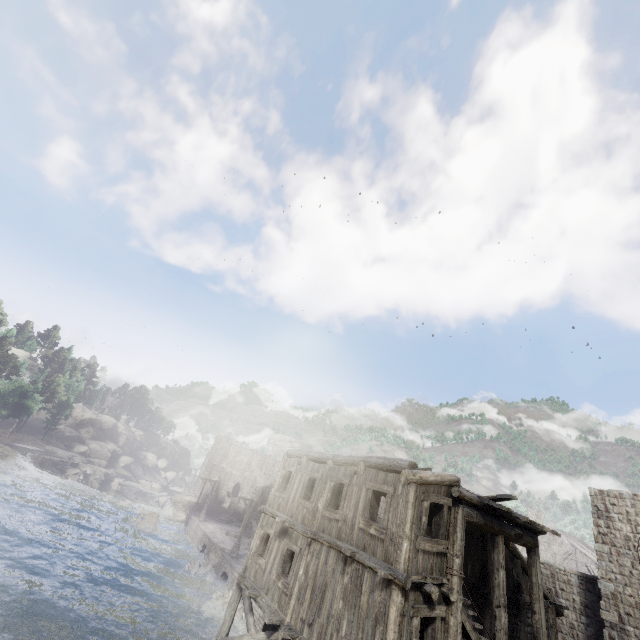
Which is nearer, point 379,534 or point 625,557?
point 379,534

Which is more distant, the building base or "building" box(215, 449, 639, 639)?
the building base

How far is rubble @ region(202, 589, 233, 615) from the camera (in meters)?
21.69

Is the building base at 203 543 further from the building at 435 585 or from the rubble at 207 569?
the building at 435 585

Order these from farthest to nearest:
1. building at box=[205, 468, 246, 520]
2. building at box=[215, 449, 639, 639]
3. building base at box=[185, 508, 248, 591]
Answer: building at box=[205, 468, 246, 520]
building base at box=[185, 508, 248, 591]
building at box=[215, 449, 639, 639]

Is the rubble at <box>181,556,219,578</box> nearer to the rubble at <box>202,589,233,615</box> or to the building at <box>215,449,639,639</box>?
the rubble at <box>202,589,233,615</box>

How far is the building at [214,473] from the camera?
51.0m

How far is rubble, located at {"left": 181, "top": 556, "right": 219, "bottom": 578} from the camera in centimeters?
2783cm
